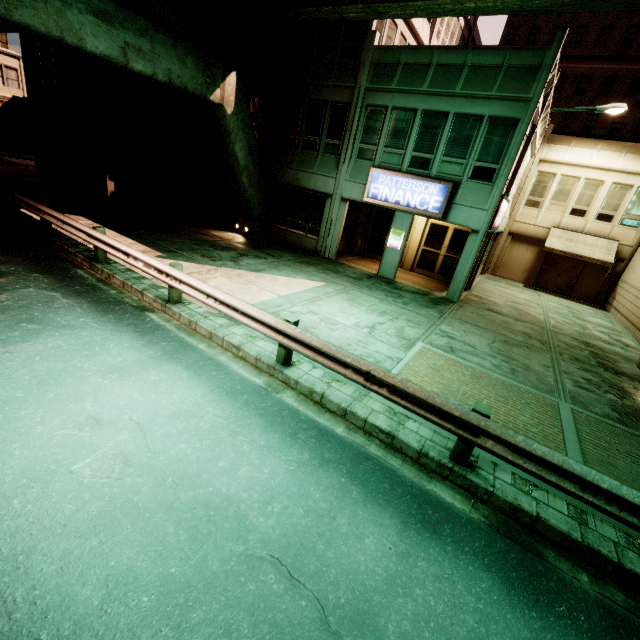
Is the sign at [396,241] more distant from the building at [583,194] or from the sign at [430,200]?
the sign at [430,200]

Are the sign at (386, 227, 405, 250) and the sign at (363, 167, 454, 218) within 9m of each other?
yes

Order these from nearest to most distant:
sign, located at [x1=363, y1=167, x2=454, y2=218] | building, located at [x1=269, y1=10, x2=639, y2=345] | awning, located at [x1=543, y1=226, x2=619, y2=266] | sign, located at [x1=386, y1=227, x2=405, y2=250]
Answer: building, located at [x1=269, y1=10, x2=639, y2=345] → sign, located at [x1=363, y1=167, x2=454, y2=218] → sign, located at [x1=386, y1=227, x2=405, y2=250] → awning, located at [x1=543, y1=226, x2=619, y2=266]

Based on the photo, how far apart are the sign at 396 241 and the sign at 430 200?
1.0m

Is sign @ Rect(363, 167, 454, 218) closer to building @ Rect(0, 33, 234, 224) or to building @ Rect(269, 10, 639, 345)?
building @ Rect(269, 10, 639, 345)

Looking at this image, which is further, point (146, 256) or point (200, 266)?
point (200, 266)

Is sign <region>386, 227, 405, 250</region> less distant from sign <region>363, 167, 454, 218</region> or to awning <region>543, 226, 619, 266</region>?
sign <region>363, 167, 454, 218</region>

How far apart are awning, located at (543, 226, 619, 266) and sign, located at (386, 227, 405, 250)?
11.7 meters
